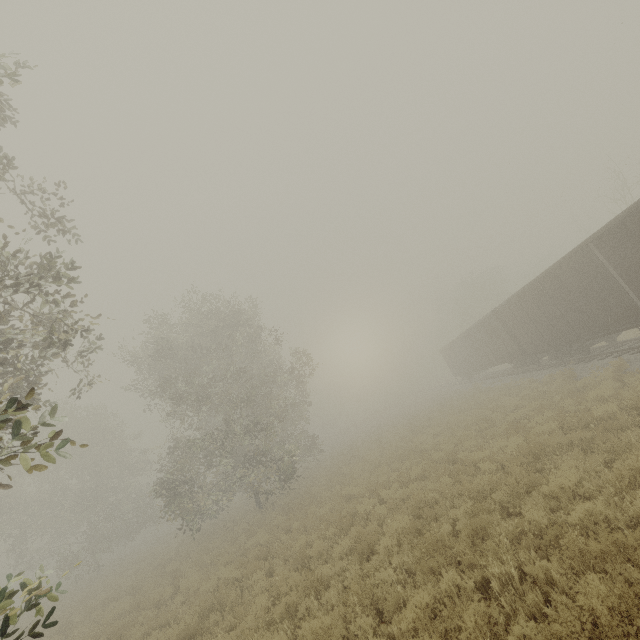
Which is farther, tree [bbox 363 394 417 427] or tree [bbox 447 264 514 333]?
tree [bbox 363 394 417 427]

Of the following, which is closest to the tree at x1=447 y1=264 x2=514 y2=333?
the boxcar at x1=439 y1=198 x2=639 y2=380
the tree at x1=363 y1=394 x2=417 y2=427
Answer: the tree at x1=363 y1=394 x2=417 y2=427

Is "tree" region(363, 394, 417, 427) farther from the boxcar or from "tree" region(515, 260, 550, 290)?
the boxcar

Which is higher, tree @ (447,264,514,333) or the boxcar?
tree @ (447,264,514,333)

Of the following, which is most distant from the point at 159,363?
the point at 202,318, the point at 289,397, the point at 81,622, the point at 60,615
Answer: the point at 60,615

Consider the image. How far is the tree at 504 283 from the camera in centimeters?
4574cm

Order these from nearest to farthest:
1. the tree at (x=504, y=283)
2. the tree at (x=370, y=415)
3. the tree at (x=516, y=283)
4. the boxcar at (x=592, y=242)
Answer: the boxcar at (x=592, y=242), the tree at (x=504, y=283), the tree at (x=370, y=415), the tree at (x=516, y=283)
